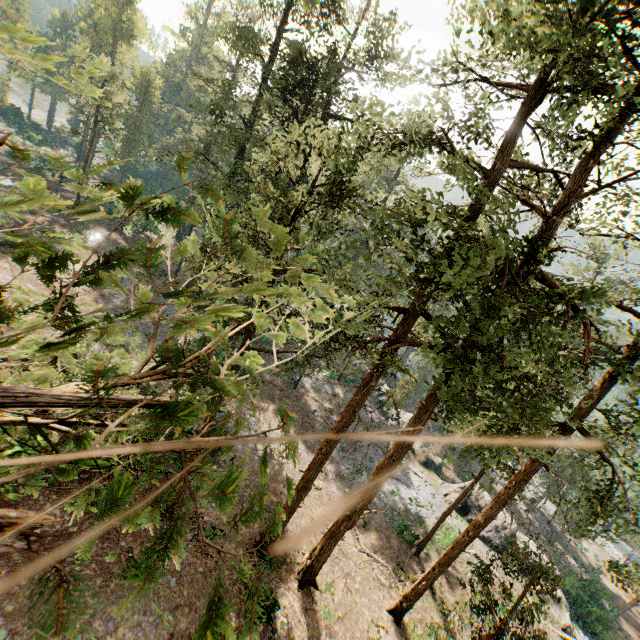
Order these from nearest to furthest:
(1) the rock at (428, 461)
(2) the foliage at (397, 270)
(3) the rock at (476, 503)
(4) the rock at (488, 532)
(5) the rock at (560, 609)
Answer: (2) the foliage at (397, 270) < (5) the rock at (560, 609) < (4) the rock at (488, 532) < (3) the rock at (476, 503) < (1) the rock at (428, 461)

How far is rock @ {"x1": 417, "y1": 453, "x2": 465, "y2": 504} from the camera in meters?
31.5 m

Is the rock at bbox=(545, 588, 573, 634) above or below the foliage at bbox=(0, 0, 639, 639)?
below

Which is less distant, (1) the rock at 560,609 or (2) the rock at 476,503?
(1) the rock at 560,609

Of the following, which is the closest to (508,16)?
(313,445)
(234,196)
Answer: (234,196)

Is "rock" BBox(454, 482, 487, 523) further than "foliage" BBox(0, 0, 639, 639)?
Yes

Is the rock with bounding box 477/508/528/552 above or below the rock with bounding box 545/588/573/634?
above
